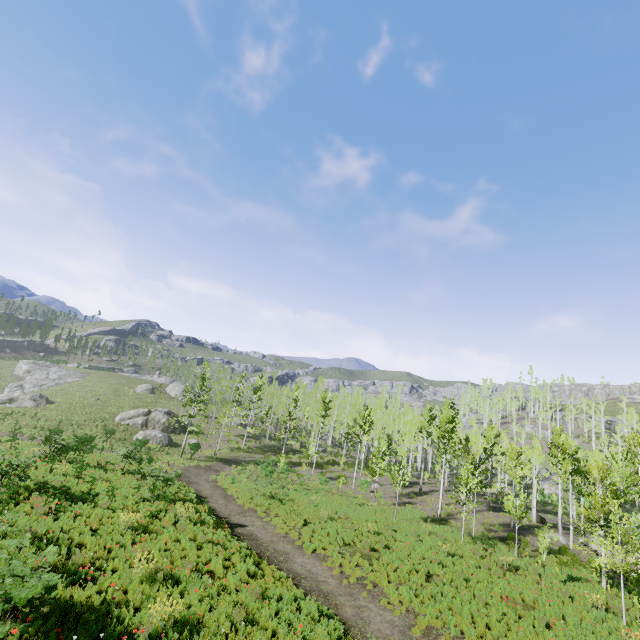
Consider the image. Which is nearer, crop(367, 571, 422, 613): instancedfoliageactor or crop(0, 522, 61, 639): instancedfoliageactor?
crop(0, 522, 61, 639): instancedfoliageactor

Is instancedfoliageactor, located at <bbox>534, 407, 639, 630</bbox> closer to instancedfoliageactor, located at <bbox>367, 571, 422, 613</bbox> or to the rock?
instancedfoliageactor, located at <bbox>367, 571, 422, 613</bbox>

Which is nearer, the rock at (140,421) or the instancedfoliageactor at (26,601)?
the instancedfoliageactor at (26,601)

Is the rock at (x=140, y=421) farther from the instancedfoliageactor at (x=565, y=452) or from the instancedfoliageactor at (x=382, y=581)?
the instancedfoliageactor at (x=565, y=452)

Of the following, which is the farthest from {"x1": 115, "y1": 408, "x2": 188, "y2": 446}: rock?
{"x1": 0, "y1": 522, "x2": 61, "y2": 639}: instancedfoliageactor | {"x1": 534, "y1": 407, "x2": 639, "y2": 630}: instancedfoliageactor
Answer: {"x1": 534, "y1": 407, "x2": 639, "y2": 630}: instancedfoliageactor

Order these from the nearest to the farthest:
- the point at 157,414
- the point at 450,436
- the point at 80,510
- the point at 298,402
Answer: the point at 80,510
the point at 450,436
the point at 157,414
the point at 298,402

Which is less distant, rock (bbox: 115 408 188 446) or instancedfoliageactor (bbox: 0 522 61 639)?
instancedfoliageactor (bbox: 0 522 61 639)
